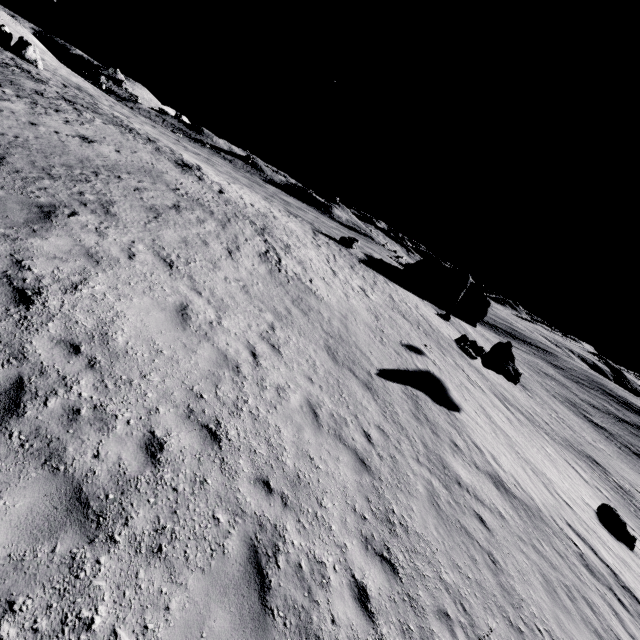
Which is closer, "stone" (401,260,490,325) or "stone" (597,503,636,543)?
"stone" (597,503,636,543)

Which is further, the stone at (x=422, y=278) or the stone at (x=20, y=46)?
the stone at (x=422, y=278)

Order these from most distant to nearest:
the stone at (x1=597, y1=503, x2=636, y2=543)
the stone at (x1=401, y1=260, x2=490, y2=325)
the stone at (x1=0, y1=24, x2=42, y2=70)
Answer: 1. the stone at (x1=401, y1=260, x2=490, y2=325)
2. the stone at (x1=0, y1=24, x2=42, y2=70)
3. the stone at (x1=597, y1=503, x2=636, y2=543)

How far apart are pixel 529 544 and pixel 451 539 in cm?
437

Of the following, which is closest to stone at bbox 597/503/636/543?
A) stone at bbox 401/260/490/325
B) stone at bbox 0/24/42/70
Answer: stone at bbox 401/260/490/325

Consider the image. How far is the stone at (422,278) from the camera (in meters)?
49.91
